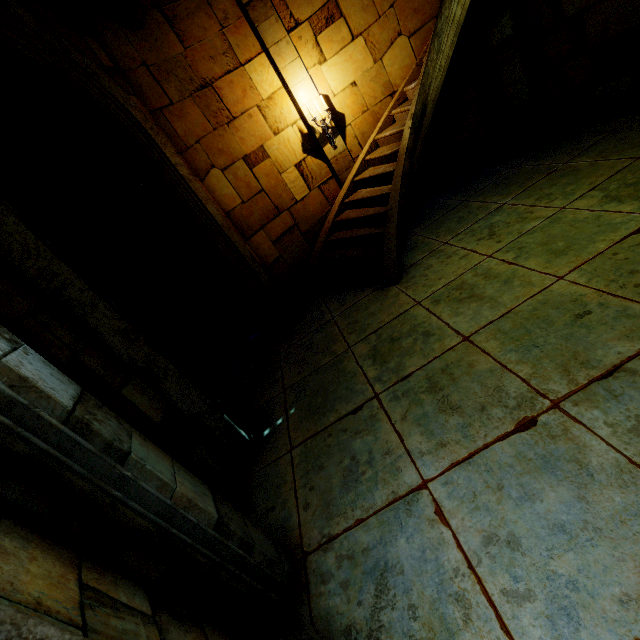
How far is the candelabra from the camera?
6.4m

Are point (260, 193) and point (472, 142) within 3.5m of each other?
no

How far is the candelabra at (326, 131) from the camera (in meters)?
6.40
